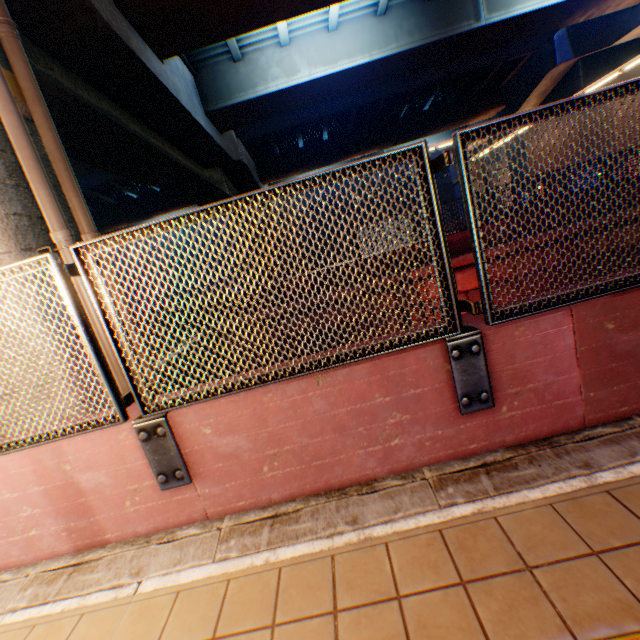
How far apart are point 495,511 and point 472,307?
1.3 meters

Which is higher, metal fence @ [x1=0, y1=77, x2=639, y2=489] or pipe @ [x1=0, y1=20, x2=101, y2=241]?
pipe @ [x1=0, y1=20, x2=101, y2=241]

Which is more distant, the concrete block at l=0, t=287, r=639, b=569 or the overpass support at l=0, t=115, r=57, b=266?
the overpass support at l=0, t=115, r=57, b=266

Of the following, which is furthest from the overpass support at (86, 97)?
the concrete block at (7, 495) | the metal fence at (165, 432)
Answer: the concrete block at (7, 495)

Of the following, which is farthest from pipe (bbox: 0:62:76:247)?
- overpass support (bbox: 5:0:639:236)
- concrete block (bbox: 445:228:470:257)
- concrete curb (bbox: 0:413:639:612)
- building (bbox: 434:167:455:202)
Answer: building (bbox: 434:167:455:202)

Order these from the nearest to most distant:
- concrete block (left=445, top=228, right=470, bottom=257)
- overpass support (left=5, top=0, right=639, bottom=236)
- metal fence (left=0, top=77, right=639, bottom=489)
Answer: metal fence (left=0, top=77, right=639, bottom=489), overpass support (left=5, top=0, right=639, bottom=236), concrete block (left=445, top=228, right=470, bottom=257)

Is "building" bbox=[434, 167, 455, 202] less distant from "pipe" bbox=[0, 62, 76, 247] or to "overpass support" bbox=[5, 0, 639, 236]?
"overpass support" bbox=[5, 0, 639, 236]

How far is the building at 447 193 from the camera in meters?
42.7 m
